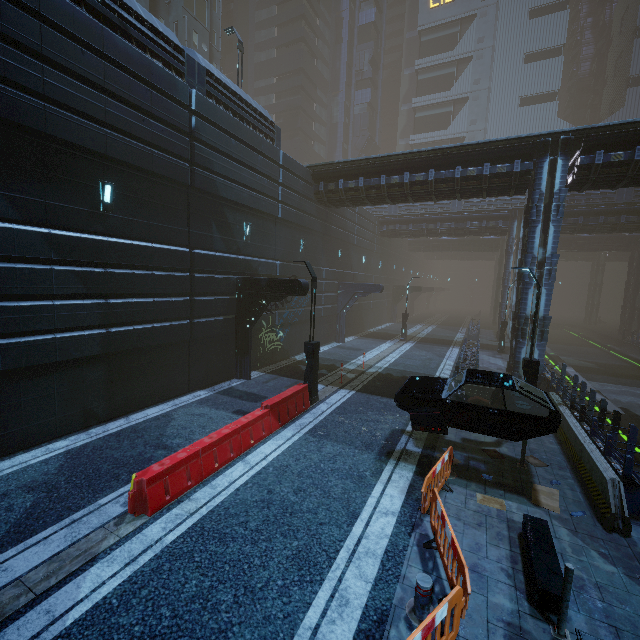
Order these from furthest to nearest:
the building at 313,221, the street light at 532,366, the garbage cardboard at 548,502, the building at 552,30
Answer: the building at 552,30, the street light at 532,366, the building at 313,221, the garbage cardboard at 548,502

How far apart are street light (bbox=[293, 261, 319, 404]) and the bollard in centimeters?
783cm

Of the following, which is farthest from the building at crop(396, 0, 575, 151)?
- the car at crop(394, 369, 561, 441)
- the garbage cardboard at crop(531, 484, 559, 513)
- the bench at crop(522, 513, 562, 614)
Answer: the bench at crop(522, 513, 562, 614)

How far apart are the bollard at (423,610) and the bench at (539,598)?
1.6 meters

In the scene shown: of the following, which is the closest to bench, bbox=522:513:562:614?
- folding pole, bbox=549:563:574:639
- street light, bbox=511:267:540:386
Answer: folding pole, bbox=549:563:574:639

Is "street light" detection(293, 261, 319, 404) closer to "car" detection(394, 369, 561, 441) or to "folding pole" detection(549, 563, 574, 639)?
"car" detection(394, 369, 561, 441)

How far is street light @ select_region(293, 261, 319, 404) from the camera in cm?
1240

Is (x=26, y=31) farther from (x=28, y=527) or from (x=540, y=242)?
(x=540, y=242)
